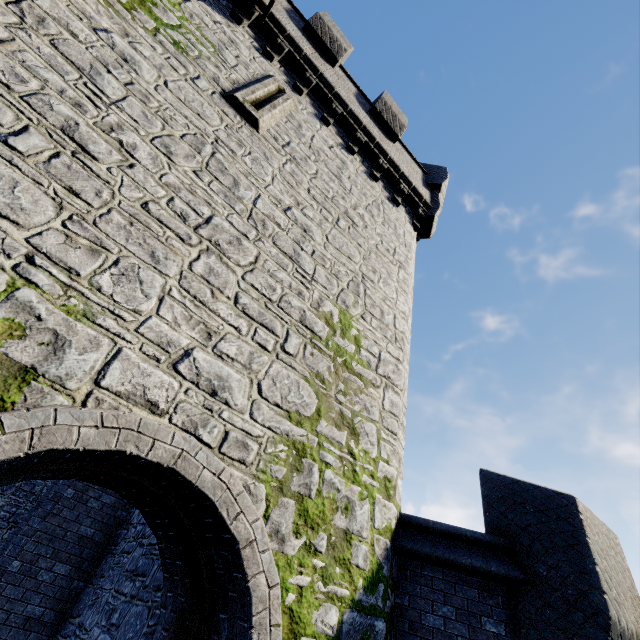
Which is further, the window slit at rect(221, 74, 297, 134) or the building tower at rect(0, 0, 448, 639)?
the window slit at rect(221, 74, 297, 134)

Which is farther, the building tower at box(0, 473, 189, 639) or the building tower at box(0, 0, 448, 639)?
the building tower at box(0, 473, 189, 639)

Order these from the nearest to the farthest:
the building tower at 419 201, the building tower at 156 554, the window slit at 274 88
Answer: the building tower at 419 201
the building tower at 156 554
the window slit at 274 88

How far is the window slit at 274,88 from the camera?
6.0m

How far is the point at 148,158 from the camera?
4.1 meters

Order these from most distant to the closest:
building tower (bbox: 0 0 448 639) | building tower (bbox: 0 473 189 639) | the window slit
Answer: the window slit
building tower (bbox: 0 473 189 639)
building tower (bbox: 0 0 448 639)

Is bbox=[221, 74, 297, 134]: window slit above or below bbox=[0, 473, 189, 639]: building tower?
above
